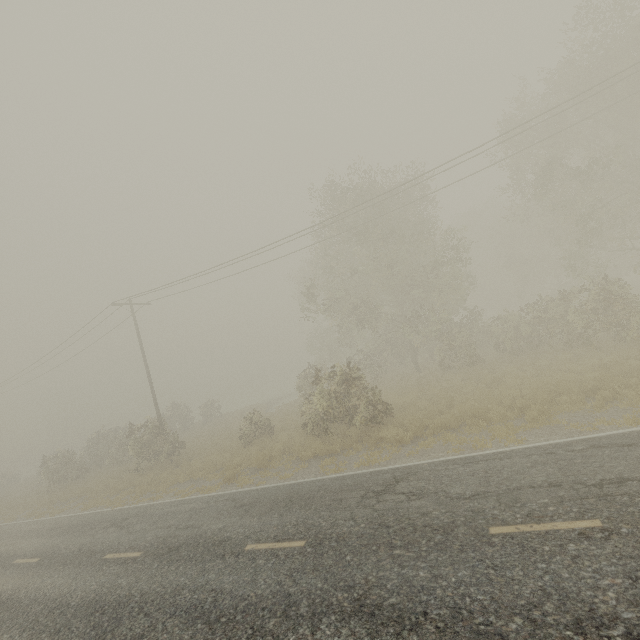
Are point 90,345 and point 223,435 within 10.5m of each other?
no
